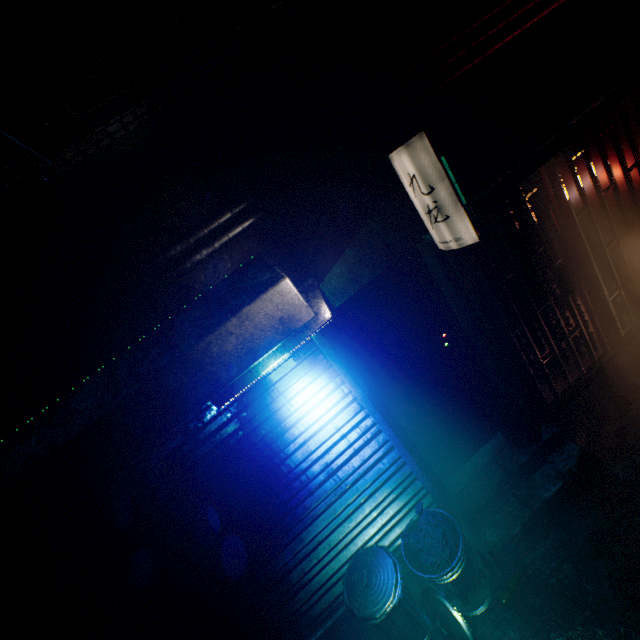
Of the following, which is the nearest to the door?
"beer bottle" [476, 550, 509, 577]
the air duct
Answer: "beer bottle" [476, 550, 509, 577]

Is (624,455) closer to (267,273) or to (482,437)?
(482,437)

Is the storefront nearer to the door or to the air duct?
the door

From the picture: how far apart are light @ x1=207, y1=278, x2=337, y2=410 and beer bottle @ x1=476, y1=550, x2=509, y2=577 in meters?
2.1 m

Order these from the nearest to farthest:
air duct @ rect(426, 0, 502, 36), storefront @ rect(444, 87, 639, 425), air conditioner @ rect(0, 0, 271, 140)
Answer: air conditioner @ rect(0, 0, 271, 140) < air duct @ rect(426, 0, 502, 36) < storefront @ rect(444, 87, 639, 425)

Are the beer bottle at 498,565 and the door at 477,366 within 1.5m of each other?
yes

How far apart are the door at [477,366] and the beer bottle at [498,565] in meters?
0.7

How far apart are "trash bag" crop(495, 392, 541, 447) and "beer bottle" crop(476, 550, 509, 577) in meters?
0.9
